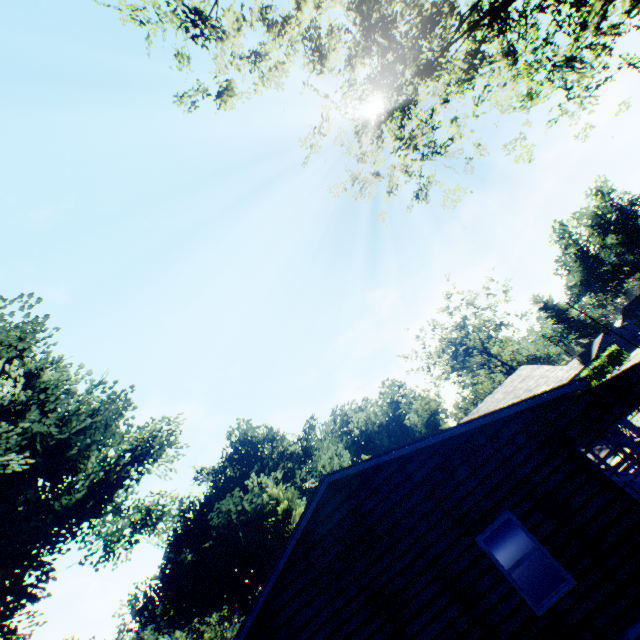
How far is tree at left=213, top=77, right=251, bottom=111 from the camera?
11.7 meters

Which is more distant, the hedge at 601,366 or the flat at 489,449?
the hedge at 601,366

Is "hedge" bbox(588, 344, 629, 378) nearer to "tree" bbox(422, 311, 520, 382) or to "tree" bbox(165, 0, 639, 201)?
"tree" bbox(422, 311, 520, 382)

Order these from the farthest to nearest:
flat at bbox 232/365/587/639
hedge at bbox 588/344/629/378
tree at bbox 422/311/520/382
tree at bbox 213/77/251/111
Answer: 1. hedge at bbox 588/344/629/378
2. tree at bbox 422/311/520/382
3. tree at bbox 213/77/251/111
4. flat at bbox 232/365/587/639

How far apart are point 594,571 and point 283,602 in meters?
7.1 m

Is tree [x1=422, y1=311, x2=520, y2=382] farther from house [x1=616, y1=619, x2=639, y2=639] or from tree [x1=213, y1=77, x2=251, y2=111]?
tree [x1=213, y1=77, x2=251, y2=111]

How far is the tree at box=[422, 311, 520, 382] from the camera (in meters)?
43.91

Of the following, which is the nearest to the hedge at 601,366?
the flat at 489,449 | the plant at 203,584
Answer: the plant at 203,584
